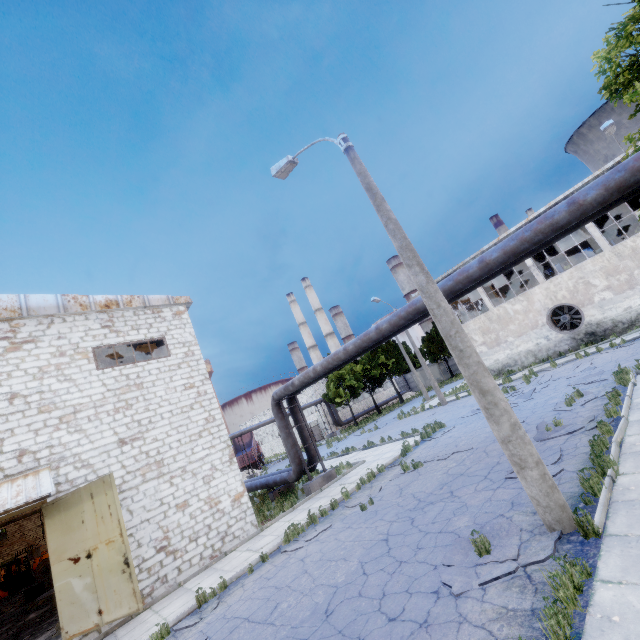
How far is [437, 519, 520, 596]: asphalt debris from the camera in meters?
5.1

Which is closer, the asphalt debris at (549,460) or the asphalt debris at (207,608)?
the asphalt debris at (549,460)

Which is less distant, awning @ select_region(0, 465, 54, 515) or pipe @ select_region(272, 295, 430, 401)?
awning @ select_region(0, 465, 54, 515)

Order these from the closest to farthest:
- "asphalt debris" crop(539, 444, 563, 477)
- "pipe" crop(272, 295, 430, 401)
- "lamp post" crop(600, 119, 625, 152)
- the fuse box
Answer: "asphalt debris" crop(539, 444, 563, 477), "pipe" crop(272, 295, 430, 401), "lamp post" crop(600, 119, 625, 152), the fuse box

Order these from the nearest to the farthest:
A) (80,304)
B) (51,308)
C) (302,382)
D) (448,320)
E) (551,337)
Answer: (448,320) < (51,308) < (80,304) < (302,382) < (551,337)

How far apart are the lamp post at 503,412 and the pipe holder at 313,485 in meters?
10.9 m

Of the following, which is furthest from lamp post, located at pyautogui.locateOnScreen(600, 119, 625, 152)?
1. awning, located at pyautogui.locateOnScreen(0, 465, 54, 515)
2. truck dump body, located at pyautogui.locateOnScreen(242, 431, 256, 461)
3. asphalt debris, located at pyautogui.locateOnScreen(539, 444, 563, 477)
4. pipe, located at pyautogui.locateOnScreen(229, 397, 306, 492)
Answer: truck dump body, located at pyautogui.locateOnScreen(242, 431, 256, 461)

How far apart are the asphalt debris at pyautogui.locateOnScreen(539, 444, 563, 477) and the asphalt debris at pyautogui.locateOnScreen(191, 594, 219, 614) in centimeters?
799cm
